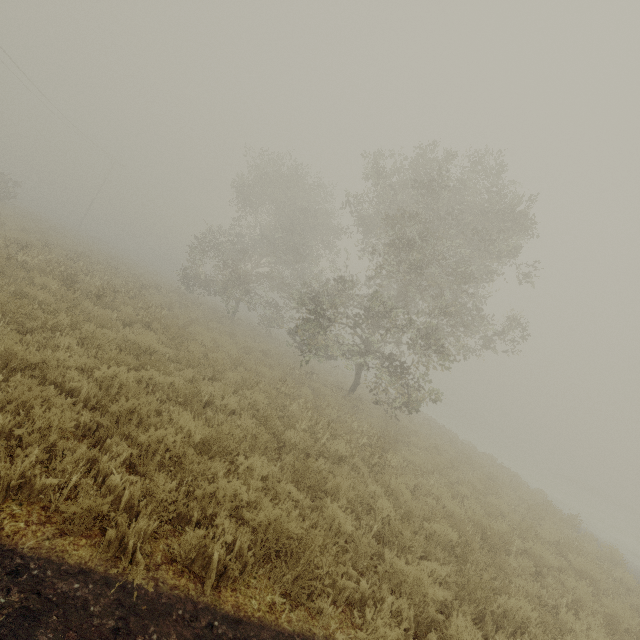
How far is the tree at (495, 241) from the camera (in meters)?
12.52

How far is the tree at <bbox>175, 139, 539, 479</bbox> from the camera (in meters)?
12.52

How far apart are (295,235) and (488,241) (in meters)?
13.28
